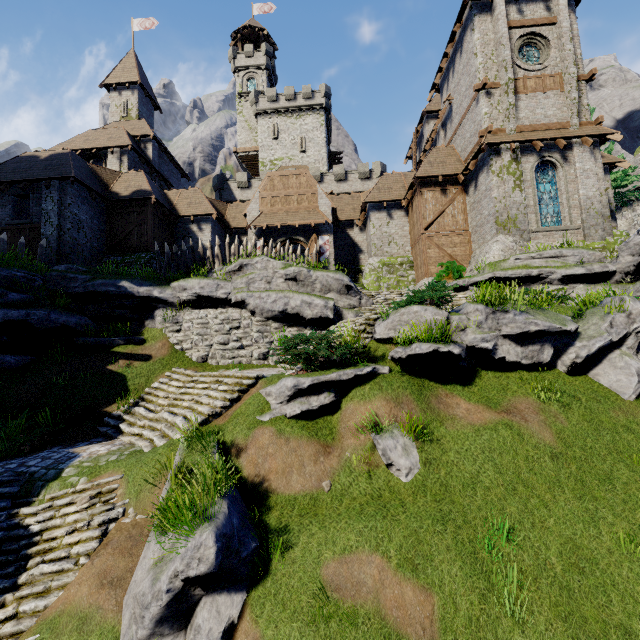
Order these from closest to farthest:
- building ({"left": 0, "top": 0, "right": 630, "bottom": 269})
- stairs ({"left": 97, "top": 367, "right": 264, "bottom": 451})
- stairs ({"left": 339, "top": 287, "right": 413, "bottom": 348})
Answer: stairs ({"left": 97, "top": 367, "right": 264, "bottom": 451}) < stairs ({"left": 339, "top": 287, "right": 413, "bottom": 348}) < building ({"left": 0, "top": 0, "right": 630, "bottom": 269})

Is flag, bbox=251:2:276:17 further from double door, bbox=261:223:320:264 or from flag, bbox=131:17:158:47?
double door, bbox=261:223:320:264

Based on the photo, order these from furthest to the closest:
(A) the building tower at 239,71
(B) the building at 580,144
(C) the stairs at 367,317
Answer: (A) the building tower at 239,71, (B) the building at 580,144, (C) the stairs at 367,317

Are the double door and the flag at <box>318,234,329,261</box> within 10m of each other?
yes

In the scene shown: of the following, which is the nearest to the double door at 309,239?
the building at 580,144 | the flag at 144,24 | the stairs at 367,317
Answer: the building at 580,144

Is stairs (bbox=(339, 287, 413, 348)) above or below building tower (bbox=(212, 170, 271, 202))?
below

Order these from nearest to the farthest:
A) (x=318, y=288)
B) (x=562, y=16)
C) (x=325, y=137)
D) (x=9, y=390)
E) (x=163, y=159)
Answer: (x=9, y=390) → (x=318, y=288) → (x=562, y=16) → (x=163, y=159) → (x=325, y=137)

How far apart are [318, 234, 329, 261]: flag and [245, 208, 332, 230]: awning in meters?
0.8
